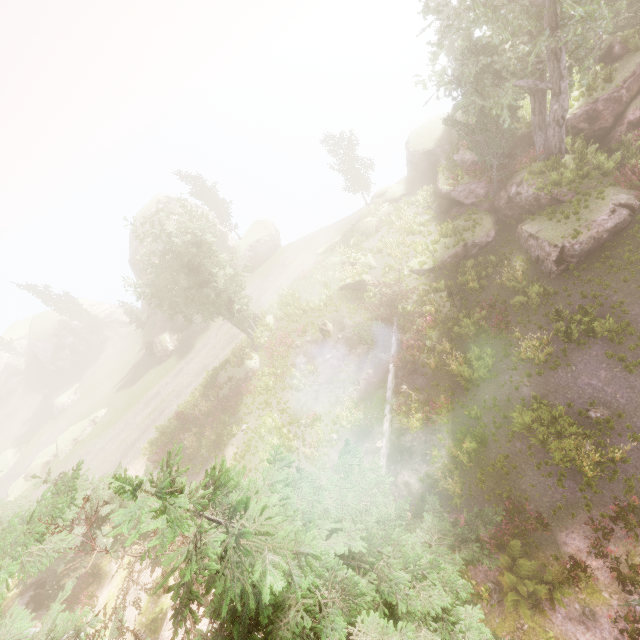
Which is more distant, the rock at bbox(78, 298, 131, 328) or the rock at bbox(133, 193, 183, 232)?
the rock at bbox(78, 298, 131, 328)

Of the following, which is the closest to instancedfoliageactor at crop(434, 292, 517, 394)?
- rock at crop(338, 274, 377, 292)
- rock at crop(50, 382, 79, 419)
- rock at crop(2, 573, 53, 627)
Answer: rock at crop(2, 573, 53, 627)

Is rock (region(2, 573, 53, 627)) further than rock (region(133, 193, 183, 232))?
No

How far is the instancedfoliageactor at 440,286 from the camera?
21.0m

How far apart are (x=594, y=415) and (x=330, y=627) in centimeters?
1432cm

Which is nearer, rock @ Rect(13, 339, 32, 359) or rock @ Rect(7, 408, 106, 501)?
rock @ Rect(7, 408, 106, 501)

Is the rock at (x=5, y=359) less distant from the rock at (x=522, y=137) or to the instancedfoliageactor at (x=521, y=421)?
the instancedfoliageactor at (x=521, y=421)

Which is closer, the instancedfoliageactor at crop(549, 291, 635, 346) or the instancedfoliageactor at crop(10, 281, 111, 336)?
the instancedfoliageactor at crop(549, 291, 635, 346)
